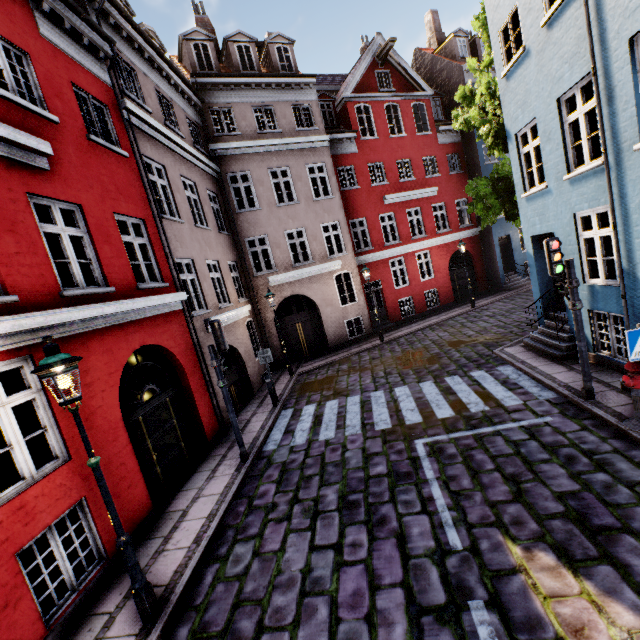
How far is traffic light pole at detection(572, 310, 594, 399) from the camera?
6.5 meters

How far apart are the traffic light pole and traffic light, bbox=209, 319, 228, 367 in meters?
7.4

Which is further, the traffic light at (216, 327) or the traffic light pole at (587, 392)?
the traffic light at (216, 327)

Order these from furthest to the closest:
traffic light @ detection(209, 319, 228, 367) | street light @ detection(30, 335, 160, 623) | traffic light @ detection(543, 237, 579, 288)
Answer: traffic light @ detection(209, 319, 228, 367)
traffic light @ detection(543, 237, 579, 288)
street light @ detection(30, 335, 160, 623)

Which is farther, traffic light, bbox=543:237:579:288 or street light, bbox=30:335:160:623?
traffic light, bbox=543:237:579:288

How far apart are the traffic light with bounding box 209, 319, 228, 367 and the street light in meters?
3.3

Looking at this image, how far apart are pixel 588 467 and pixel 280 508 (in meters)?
5.25

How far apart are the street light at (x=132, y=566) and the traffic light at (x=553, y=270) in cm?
804
